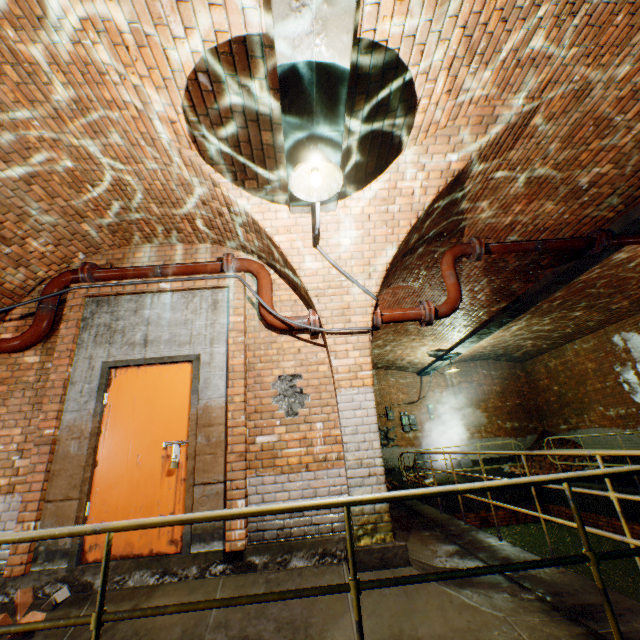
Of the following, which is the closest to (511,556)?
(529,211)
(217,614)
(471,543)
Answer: (471,543)

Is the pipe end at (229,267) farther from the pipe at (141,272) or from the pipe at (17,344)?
the pipe at (17,344)

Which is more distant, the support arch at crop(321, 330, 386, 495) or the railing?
the support arch at crop(321, 330, 386, 495)

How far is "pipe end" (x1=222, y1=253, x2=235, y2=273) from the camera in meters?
4.6 m

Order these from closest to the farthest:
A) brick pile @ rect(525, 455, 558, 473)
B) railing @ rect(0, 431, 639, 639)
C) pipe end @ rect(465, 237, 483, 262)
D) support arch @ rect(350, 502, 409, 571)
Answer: railing @ rect(0, 431, 639, 639)
support arch @ rect(350, 502, 409, 571)
pipe end @ rect(465, 237, 483, 262)
brick pile @ rect(525, 455, 558, 473)

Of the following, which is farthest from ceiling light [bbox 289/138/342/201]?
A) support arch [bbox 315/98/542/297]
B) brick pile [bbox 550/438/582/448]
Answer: brick pile [bbox 550/438/582/448]

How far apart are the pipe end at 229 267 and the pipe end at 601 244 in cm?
558

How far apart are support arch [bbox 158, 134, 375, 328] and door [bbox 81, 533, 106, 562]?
1.64m
